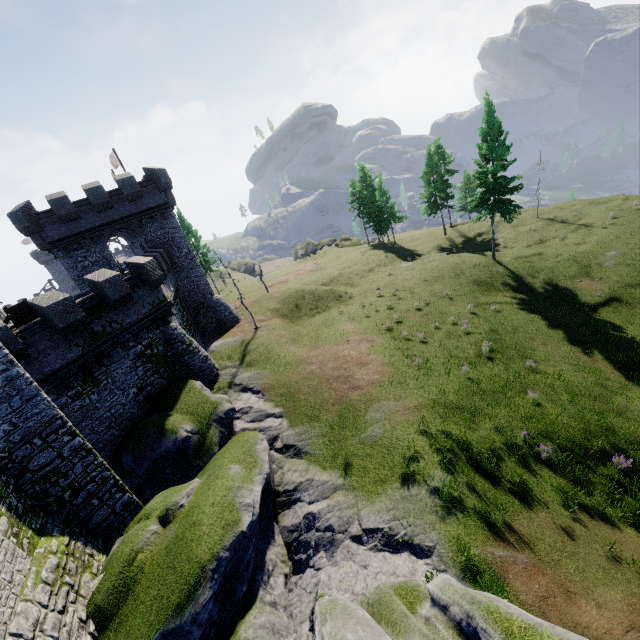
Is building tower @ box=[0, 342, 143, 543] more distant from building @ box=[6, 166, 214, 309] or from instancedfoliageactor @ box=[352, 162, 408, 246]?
instancedfoliageactor @ box=[352, 162, 408, 246]

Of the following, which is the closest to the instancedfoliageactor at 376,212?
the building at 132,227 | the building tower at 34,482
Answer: the building at 132,227

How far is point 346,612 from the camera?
5.8m

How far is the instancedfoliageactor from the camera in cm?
4841

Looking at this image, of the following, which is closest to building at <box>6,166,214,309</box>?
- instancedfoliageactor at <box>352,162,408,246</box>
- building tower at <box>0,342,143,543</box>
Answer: Answer: building tower at <box>0,342,143,543</box>

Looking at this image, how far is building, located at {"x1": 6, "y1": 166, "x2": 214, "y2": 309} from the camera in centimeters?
2462cm

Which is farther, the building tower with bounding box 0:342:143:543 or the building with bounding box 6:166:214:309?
the building with bounding box 6:166:214:309

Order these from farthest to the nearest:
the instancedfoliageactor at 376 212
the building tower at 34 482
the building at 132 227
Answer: the instancedfoliageactor at 376 212, the building at 132 227, the building tower at 34 482
